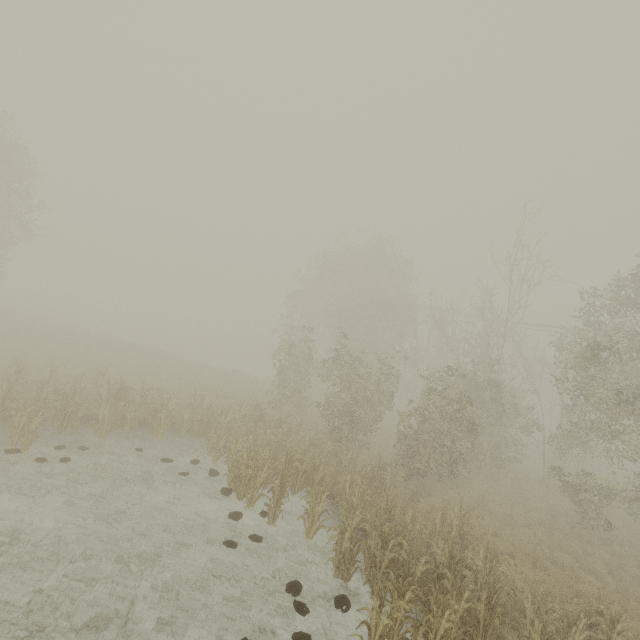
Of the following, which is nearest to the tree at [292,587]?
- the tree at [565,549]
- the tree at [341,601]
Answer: the tree at [341,601]

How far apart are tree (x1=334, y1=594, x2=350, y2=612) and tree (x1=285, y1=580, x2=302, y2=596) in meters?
0.8 m

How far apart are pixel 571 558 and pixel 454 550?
7.0 meters

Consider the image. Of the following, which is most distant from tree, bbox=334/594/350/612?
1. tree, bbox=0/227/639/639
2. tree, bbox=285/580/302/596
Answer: tree, bbox=0/227/639/639

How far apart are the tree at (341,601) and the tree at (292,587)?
0.8m

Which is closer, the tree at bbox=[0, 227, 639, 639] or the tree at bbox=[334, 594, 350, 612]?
the tree at bbox=[334, 594, 350, 612]

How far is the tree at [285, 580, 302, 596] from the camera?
7.6 meters
